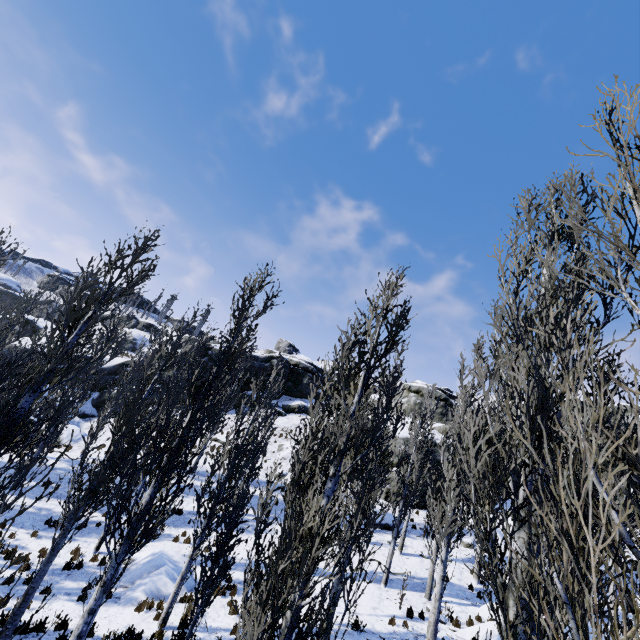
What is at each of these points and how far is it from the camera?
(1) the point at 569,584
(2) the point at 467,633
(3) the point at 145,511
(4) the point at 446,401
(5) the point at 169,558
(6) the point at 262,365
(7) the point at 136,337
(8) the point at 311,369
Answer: (1) instancedfoliageactor, 1.7 meters
(2) rock, 11.7 meters
(3) instancedfoliageactor, 7.1 meters
(4) rock, 34.3 meters
(5) rock, 13.0 meters
(6) rock, 40.5 meters
(7) rock, 56.7 meters
(8) rock, 44.9 meters

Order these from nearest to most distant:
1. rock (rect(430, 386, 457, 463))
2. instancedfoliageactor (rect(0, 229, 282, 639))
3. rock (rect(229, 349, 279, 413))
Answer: instancedfoliageactor (rect(0, 229, 282, 639))
rock (rect(430, 386, 457, 463))
rock (rect(229, 349, 279, 413))

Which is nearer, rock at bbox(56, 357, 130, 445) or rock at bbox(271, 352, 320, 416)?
rock at bbox(56, 357, 130, 445)

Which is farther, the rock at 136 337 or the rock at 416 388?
the rock at 136 337

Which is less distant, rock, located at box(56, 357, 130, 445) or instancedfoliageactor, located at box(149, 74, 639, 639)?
instancedfoliageactor, located at box(149, 74, 639, 639)

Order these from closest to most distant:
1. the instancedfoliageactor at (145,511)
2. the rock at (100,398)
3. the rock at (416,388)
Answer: the instancedfoliageactor at (145,511) < the rock at (100,398) < the rock at (416,388)

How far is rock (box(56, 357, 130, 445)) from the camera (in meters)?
24.27
